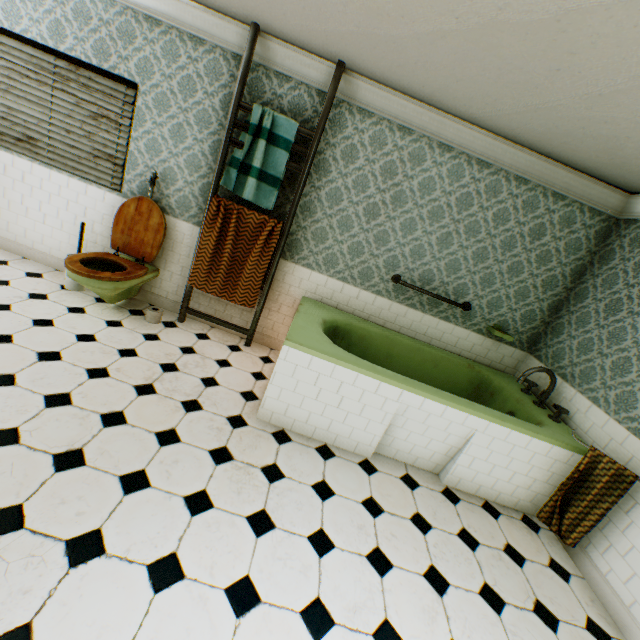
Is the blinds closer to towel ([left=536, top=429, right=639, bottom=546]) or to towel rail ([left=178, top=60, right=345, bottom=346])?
towel rail ([left=178, top=60, right=345, bottom=346])

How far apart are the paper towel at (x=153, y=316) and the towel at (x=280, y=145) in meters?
1.6

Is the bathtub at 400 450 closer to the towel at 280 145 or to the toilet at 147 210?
the towel at 280 145

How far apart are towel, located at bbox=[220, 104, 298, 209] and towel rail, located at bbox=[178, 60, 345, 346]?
0.01m

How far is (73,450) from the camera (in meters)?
2.02

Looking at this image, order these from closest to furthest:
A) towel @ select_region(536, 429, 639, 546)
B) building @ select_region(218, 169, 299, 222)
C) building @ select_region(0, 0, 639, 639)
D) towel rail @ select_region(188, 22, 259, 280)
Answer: building @ select_region(0, 0, 639, 639) < towel @ select_region(536, 429, 639, 546) < towel rail @ select_region(188, 22, 259, 280) < building @ select_region(218, 169, 299, 222)

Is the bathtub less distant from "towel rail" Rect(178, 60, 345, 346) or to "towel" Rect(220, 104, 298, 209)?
"towel rail" Rect(178, 60, 345, 346)

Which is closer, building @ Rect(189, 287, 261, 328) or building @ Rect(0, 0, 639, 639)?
building @ Rect(0, 0, 639, 639)
